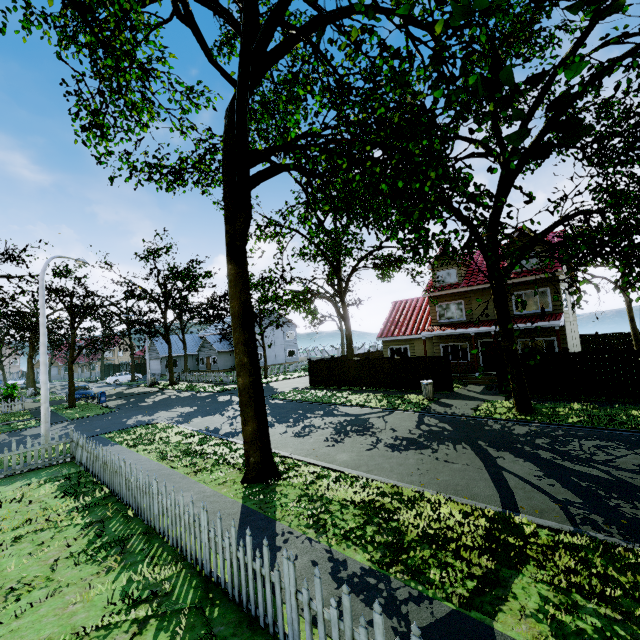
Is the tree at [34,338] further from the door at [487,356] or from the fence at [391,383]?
the door at [487,356]

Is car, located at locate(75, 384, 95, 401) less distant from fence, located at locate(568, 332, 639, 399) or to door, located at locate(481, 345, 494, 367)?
fence, located at locate(568, 332, 639, 399)

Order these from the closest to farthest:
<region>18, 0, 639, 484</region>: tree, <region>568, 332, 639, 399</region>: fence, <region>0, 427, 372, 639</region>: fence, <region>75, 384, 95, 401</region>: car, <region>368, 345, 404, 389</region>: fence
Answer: <region>0, 427, 372, 639</region>: fence, <region>18, 0, 639, 484</region>: tree, <region>568, 332, 639, 399</region>: fence, <region>368, 345, 404, 389</region>: fence, <region>75, 384, 95, 401</region>: car

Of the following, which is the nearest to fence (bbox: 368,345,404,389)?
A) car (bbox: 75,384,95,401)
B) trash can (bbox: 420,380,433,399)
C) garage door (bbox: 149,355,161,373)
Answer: trash can (bbox: 420,380,433,399)

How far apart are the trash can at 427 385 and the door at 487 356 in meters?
6.9 m

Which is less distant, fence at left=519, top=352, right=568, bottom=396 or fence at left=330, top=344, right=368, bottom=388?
fence at left=519, top=352, right=568, bottom=396

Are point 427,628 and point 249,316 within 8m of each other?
yes

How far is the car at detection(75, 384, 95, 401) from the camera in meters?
28.2
